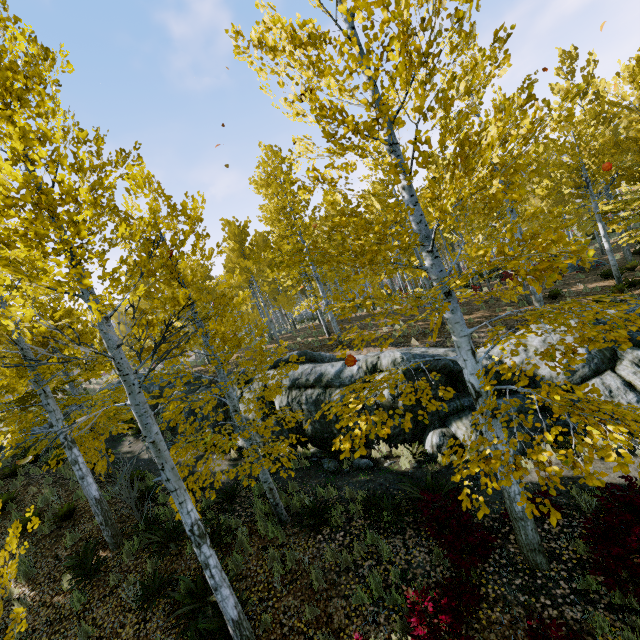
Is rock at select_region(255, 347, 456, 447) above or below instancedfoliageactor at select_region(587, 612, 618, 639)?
above

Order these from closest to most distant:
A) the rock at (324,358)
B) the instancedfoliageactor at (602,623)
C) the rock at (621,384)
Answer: the instancedfoliageactor at (602,623)
the rock at (621,384)
the rock at (324,358)

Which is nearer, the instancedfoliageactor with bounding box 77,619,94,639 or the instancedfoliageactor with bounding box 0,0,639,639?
the instancedfoliageactor with bounding box 0,0,639,639

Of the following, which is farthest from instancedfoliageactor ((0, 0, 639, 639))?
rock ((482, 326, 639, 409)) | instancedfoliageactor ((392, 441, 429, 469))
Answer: instancedfoliageactor ((392, 441, 429, 469))

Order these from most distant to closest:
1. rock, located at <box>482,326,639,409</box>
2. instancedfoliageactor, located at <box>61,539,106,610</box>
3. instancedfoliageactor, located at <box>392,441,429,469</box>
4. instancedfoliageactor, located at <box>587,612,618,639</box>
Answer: instancedfoliageactor, located at <box>392,441,429,469</box>
rock, located at <box>482,326,639,409</box>
instancedfoliageactor, located at <box>61,539,106,610</box>
instancedfoliageactor, located at <box>587,612,618,639</box>

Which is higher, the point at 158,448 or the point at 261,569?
the point at 158,448

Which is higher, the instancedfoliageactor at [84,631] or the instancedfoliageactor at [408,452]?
the instancedfoliageactor at [84,631]

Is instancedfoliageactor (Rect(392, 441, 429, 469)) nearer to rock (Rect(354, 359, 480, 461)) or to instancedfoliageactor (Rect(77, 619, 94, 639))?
rock (Rect(354, 359, 480, 461))
